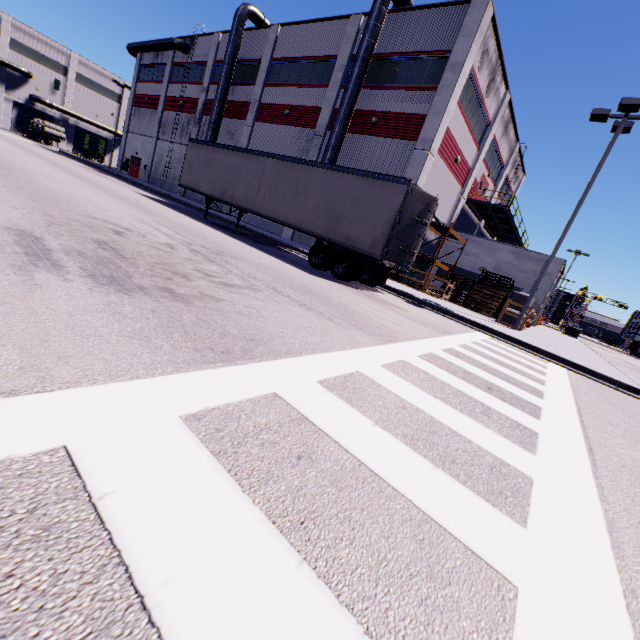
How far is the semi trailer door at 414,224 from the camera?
10.9m

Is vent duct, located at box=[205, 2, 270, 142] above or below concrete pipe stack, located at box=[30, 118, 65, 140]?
above

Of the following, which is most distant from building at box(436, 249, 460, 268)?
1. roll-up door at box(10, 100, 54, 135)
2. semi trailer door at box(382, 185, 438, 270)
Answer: semi trailer door at box(382, 185, 438, 270)

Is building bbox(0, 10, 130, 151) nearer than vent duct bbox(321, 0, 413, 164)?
No

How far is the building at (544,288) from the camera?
21.0m

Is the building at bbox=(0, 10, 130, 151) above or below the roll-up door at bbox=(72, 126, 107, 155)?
above

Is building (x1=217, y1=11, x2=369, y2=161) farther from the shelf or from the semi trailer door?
the semi trailer door

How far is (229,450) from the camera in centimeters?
184cm
